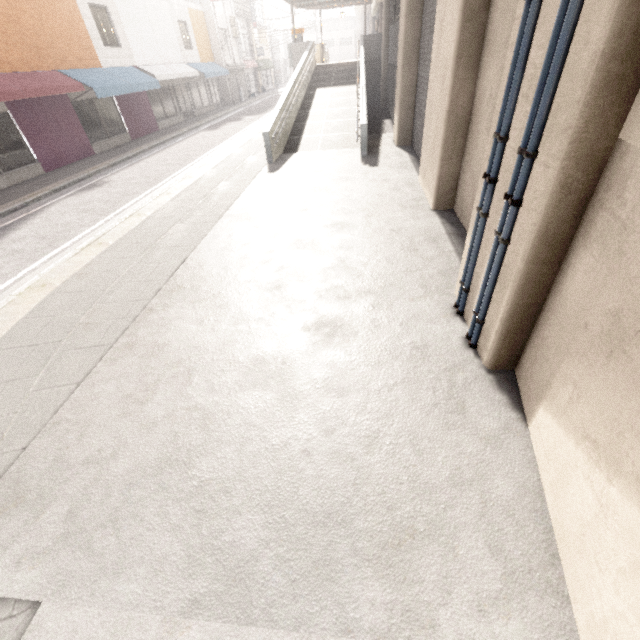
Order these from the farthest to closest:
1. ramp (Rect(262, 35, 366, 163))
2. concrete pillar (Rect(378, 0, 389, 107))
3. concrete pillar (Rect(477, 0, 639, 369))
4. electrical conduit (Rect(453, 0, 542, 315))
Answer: concrete pillar (Rect(378, 0, 389, 107))
ramp (Rect(262, 35, 366, 163))
electrical conduit (Rect(453, 0, 542, 315))
concrete pillar (Rect(477, 0, 639, 369))

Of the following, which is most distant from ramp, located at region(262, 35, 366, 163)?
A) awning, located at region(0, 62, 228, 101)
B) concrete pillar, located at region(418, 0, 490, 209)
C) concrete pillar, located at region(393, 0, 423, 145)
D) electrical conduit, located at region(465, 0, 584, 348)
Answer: electrical conduit, located at region(465, 0, 584, 348)

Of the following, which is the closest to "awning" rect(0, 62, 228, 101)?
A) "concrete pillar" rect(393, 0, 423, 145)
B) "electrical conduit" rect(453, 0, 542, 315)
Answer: "concrete pillar" rect(393, 0, 423, 145)

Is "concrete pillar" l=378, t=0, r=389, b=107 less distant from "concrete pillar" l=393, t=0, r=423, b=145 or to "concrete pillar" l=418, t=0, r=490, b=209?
"concrete pillar" l=393, t=0, r=423, b=145

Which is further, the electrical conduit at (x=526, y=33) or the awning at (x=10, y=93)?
the awning at (x=10, y=93)

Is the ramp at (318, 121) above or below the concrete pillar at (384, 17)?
below

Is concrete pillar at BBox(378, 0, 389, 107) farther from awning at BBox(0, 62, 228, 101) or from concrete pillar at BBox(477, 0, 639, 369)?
awning at BBox(0, 62, 228, 101)

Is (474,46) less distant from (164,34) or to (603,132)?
(603,132)
